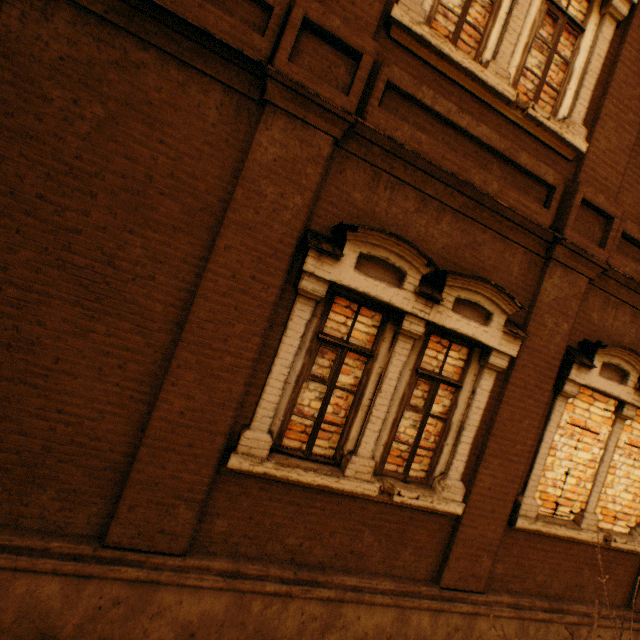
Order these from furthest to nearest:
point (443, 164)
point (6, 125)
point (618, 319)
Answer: point (618, 319), point (443, 164), point (6, 125)
